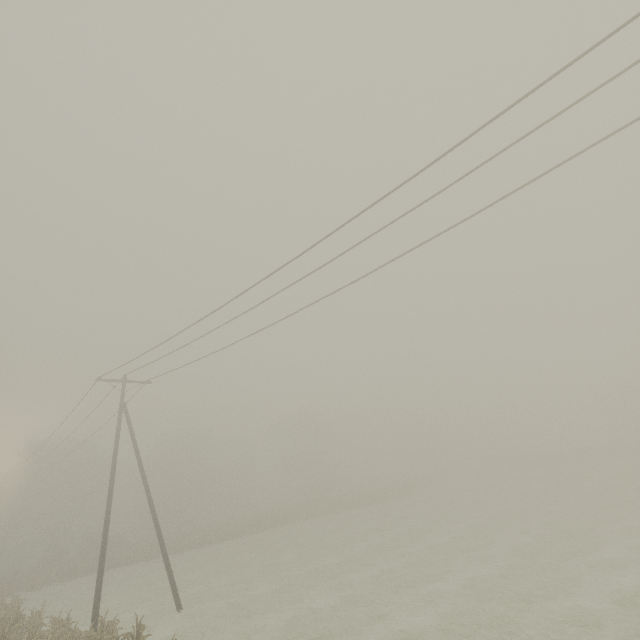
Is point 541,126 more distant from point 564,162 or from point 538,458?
point 538,458
